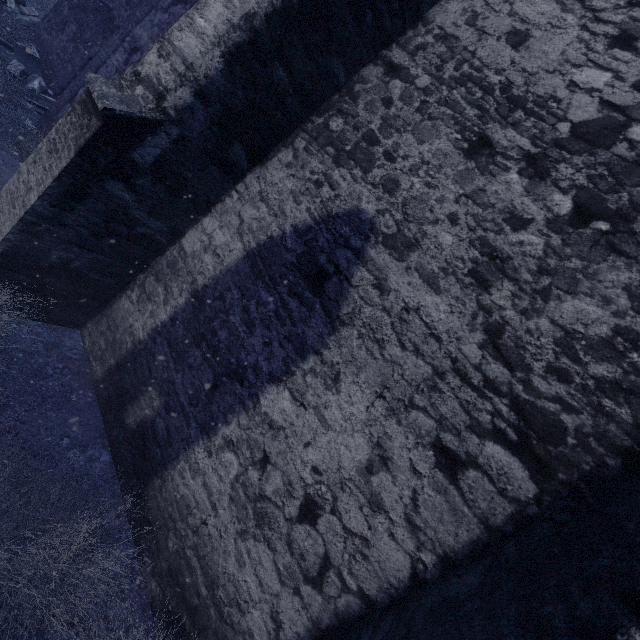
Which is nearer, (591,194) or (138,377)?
Result: (591,194)

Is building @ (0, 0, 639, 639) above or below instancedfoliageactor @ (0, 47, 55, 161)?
above

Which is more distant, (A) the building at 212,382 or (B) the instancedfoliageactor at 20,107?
(B) the instancedfoliageactor at 20,107

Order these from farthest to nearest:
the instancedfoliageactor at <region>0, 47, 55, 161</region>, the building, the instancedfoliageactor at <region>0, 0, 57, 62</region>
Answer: the instancedfoliageactor at <region>0, 0, 57, 62</region>
the instancedfoliageactor at <region>0, 47, 55, 161</region>
the building

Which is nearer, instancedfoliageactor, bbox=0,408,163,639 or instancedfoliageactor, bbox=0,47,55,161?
instancedfoliageactor, bbox=0,408,163,639

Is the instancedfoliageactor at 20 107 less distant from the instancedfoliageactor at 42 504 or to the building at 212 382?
the building at 212 382

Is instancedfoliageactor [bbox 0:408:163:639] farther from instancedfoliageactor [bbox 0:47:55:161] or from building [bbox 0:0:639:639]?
instancedfoliageactor [bbox 0:47:55:161]
